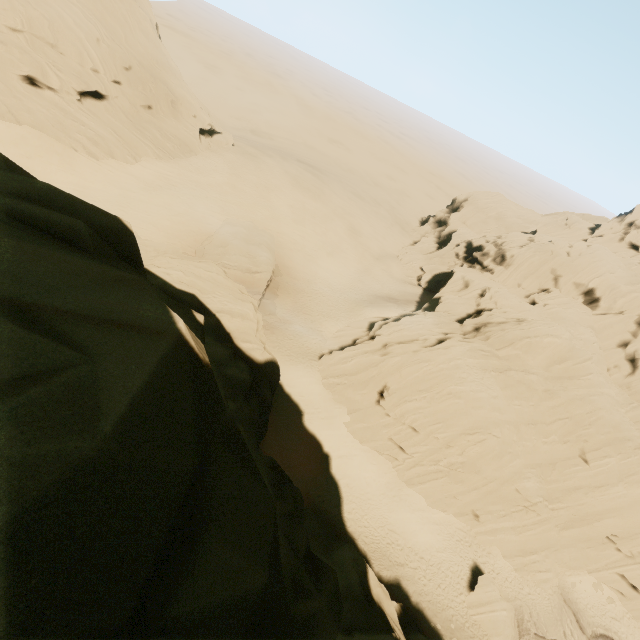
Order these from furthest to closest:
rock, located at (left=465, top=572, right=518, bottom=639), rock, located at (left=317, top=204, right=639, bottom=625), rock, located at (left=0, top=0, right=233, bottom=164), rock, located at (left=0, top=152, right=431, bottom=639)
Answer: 1. rock, located at (left=0, top=0, right=233, bottom=164)
2. rock, located at (left=317, top=204, right=639, bottom=625)
3. rock, located at (left=465, top=572, right=518, bottom=639)
4. rock, located at (left=0, top=152, right=431, bottom=639)

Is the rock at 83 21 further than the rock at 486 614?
Yes

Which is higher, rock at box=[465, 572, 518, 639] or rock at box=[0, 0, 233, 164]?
rock at box=[0, 0, 233, 164]

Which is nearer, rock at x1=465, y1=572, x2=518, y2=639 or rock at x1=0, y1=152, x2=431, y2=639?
rock at x1=0, y1=152, x2=431, y2=639

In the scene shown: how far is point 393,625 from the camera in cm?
1994

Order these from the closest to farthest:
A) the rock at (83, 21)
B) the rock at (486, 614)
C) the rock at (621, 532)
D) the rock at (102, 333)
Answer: the rock at (102, 333) < the rock at (486, 614) < the rock at (621, 532) < the rock at (83, 21)
